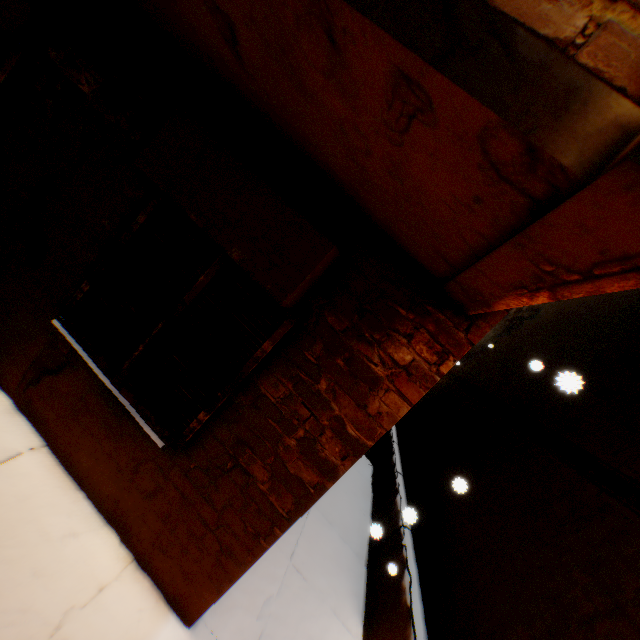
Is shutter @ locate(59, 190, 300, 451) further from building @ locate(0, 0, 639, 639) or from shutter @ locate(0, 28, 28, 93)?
shutter @ locate(0, 28, 28, 93)

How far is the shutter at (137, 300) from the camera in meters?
2.6 m

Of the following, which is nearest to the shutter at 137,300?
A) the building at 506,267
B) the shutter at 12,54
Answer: the building at 506,267

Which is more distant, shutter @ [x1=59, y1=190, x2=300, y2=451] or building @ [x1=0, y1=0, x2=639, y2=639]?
shutter @ [x1=59, y1=190, x2=300, y2=451]

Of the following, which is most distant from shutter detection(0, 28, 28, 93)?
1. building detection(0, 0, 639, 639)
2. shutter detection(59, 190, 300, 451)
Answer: shutter detection(59, 190, 300, 451)

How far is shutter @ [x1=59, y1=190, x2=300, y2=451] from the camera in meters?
2.6

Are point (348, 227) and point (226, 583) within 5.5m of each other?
yes
